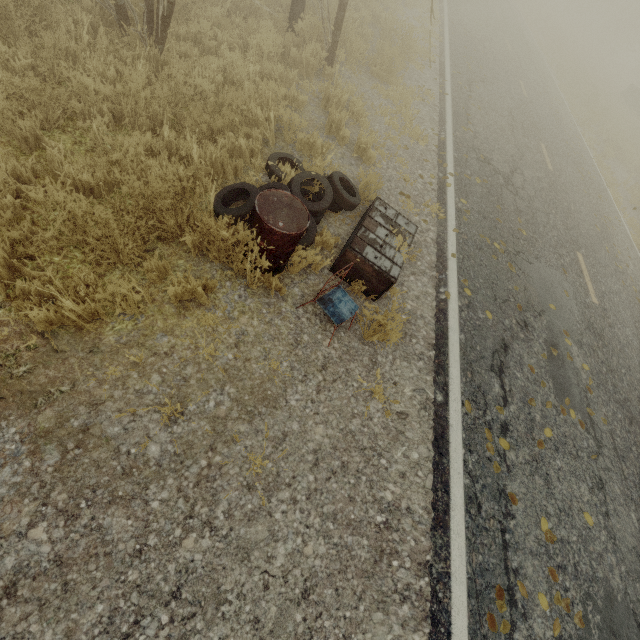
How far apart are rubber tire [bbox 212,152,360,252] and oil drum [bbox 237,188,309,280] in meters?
0.0

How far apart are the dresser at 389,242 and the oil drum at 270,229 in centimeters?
54cm

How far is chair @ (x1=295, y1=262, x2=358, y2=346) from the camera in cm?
346

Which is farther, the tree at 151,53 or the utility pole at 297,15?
the utility pole at 297,15

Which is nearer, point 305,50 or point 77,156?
point 77,156

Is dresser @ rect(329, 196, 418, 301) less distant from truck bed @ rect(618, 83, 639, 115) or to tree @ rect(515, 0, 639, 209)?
tree @ rect(515, 0, 639, 209)

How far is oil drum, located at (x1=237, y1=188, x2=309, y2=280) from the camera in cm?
314

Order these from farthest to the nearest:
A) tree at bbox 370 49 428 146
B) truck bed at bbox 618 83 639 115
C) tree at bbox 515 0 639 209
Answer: truck bed at bbox 618 83 639 115 → tree at bbox 515 0 639 209 → tree at bbox 370 49 428 146
